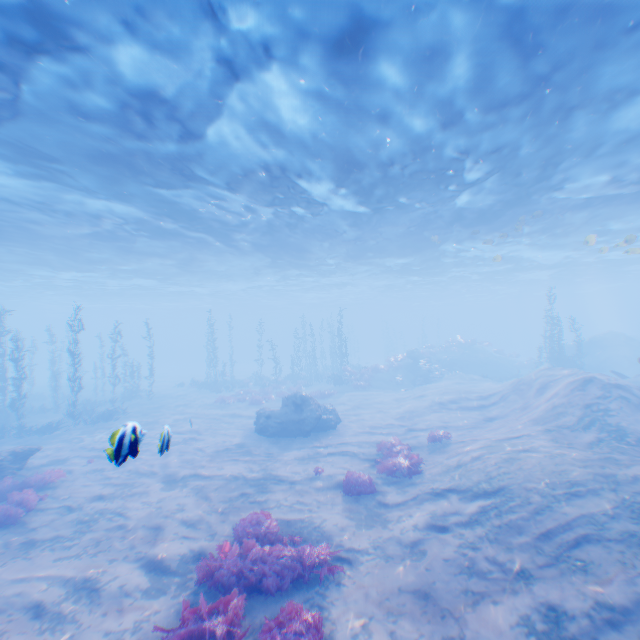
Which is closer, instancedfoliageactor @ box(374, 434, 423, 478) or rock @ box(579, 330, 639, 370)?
instancedfoliageactor @ box(374, 434, 423, 478)

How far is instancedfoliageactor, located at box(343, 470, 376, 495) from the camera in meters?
10.8 m

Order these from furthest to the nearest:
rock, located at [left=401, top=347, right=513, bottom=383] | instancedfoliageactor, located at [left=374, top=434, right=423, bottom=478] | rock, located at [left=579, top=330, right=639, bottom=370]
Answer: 1. rock, located at [left=401, top=347, right=513, bottom=383]
2. rock, located at [left=579, top=330, right=639, bottom=370]
3. instancedfoliageactor, located at [left=374, top=434, right=423, bottom=478]

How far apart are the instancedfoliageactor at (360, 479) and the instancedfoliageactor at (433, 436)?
4.1m

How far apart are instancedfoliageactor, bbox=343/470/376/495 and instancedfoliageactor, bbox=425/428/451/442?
4.14m

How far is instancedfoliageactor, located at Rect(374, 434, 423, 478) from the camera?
11.9 meters

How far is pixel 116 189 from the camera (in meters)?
15.18

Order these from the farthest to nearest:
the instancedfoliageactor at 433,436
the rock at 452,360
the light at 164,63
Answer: the rock at 452,360, the instancedfoliageactor at 433,436, the light at 164,63
